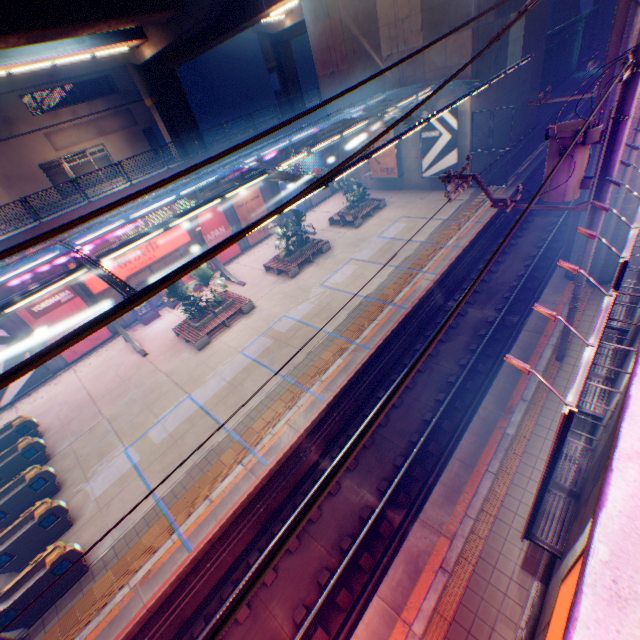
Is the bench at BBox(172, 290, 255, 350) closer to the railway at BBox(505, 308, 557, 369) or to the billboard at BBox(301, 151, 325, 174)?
the railway at BBox(505, 308, 557, 369)

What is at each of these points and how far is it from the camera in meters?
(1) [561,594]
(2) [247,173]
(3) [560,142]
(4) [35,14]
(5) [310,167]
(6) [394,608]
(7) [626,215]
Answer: (1) sign, 3.4
(2) canopy, 13.5
(3) electric pole, 7.2
(4) overpass support, 13.7
(5) billboard, 27.5
(6) railway, 7.2
(7) overpass support, 11.3

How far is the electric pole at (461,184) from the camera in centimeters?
882cm

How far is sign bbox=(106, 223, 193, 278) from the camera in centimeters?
1897cm

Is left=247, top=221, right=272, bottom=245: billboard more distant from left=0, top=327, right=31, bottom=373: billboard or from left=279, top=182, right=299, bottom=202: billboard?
left=0, top=327, right=31, bottom=373: billboard

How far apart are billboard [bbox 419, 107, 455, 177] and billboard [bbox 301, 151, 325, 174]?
8.69m

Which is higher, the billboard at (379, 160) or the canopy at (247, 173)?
the canopy at (247, 173)

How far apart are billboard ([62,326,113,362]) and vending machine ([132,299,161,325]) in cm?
A: 155
